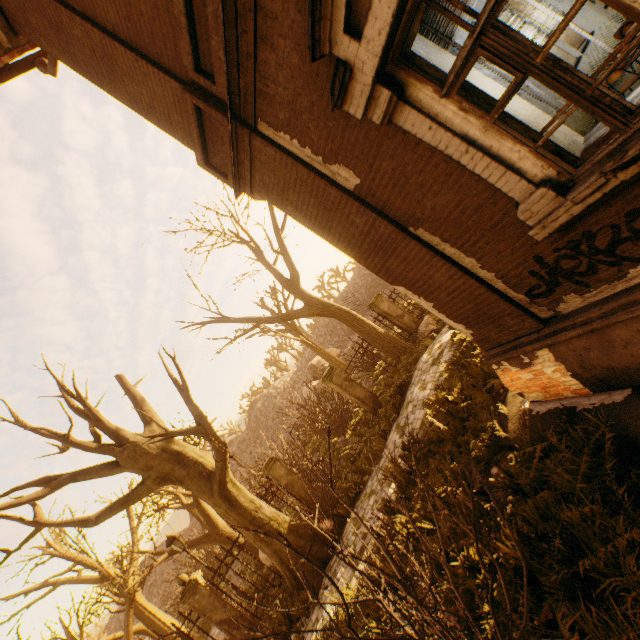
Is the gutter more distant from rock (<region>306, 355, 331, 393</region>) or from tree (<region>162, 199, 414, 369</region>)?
rock (<region>306, 355, 331, 393</region>)

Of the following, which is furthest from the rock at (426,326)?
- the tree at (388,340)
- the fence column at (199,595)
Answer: the tree at (388,340)

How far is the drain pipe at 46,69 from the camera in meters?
5.8

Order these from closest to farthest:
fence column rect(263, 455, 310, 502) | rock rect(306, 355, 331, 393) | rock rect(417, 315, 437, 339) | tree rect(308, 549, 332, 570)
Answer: tree rect(308, 549, 332, 570) → fence column rect(263, 455, 310, 502) → rock rect(417, 315, 437, 339) → rock rect(306, 355, 331, 393)

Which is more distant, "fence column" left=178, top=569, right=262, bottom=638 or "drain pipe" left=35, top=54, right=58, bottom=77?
"fence column" left=178, top=569, right=262, bottom=638

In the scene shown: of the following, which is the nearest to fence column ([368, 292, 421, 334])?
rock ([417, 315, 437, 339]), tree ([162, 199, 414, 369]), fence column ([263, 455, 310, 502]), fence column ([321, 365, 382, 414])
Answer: rock ([417, 315, 437, 339])

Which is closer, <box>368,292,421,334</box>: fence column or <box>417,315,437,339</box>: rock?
<box>417,315,437,339</box>: rock

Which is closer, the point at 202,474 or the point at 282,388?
the point at 202,474
